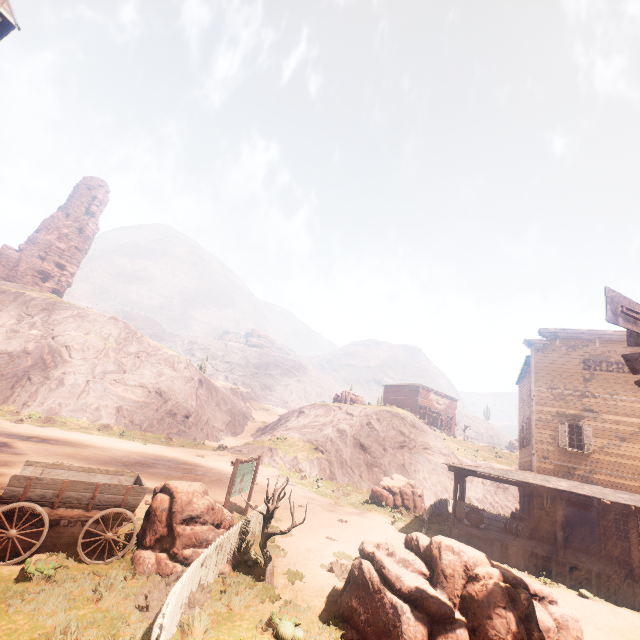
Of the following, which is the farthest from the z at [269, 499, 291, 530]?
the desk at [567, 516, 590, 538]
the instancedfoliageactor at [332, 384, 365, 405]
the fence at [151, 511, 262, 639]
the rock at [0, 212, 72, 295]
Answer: the rock at [0, 212, 72, 295]

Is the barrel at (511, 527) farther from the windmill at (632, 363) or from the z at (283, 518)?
the windmill at (632, 363)

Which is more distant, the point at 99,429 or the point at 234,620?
the point at 99,429

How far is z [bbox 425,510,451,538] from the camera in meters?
16.8 m

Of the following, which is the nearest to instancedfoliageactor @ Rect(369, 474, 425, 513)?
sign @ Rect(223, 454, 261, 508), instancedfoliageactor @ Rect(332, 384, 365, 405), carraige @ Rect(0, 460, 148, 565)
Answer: sign @ Rect(223, 454, 261, 508)

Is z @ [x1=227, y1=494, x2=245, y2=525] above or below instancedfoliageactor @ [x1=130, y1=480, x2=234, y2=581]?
below

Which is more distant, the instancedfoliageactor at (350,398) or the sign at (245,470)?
the instancedfoliageactor at (350,398)

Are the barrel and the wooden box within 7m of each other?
yes
